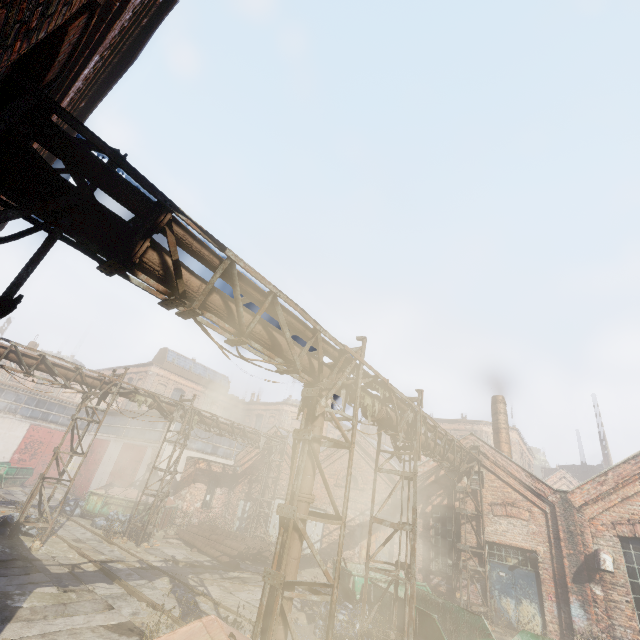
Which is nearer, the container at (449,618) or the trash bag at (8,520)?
the container at (449,618)

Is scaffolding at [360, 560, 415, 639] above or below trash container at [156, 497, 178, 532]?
above

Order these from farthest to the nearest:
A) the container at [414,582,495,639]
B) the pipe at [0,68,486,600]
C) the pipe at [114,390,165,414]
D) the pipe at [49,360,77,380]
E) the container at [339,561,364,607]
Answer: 1. the pipe at [114,390,165,414]
2. the pipe at [49,360,77,380]
3. the container at [339,561,364,607]
4. the container at [414,582,495,639]
5. the pipe at [0,68,486,600]

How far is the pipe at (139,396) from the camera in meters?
15.2 m

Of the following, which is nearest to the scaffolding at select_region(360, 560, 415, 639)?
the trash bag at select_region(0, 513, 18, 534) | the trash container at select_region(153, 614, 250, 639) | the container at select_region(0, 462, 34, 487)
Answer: the trash container at select_region(153, 614, 250, 639)

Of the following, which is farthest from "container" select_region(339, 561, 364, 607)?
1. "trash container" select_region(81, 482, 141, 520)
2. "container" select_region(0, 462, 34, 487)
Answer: "container" select_region(0, 462, 34, 487)

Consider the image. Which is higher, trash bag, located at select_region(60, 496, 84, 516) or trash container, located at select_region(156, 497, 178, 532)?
trash container, located at select_region(156, 497, 178, 532)

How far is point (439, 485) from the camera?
16.28m
